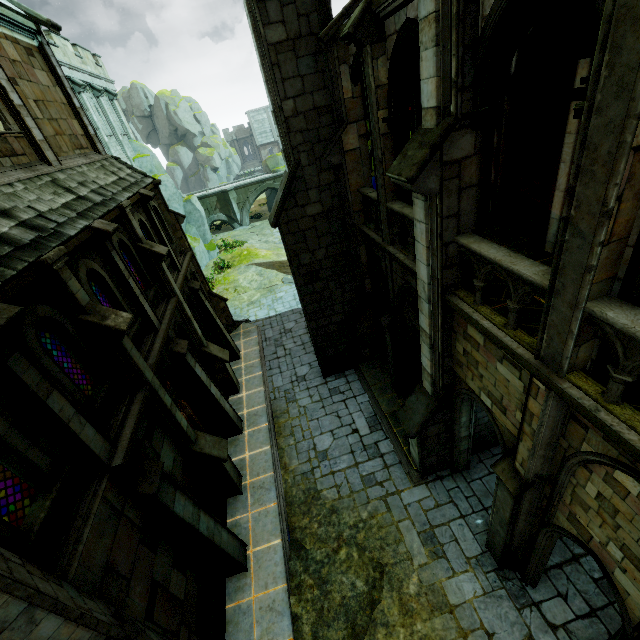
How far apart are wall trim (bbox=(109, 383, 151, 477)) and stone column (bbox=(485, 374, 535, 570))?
7.3m

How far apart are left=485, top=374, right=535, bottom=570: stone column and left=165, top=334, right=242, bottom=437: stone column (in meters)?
8.95

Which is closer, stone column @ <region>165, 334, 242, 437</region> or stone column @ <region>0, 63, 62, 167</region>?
stone column @ <region>0, 63, 62, 167</region>

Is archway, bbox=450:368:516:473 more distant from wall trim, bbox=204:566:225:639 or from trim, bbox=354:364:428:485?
wall trim, bbox=204:566:225:639

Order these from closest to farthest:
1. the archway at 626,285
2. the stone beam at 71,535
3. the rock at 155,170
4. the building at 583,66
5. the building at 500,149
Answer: the archway at 626,285
the stone beam at 71,535
the building at 583,66
the building at 500,149
the rock at 155,170

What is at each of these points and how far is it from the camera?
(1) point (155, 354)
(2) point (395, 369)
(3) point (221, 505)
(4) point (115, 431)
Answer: (1) wall trim, 9.1 meters
(2) stone column, 12.1 meters
(3) wall trim, 10.6 meters
(4) stone beam, 6.7 meters

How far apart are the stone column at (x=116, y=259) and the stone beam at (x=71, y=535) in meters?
4.9 m

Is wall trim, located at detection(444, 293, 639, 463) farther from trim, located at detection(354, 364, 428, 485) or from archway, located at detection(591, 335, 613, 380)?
trim, located at detection(354, 364, 428, 485)
